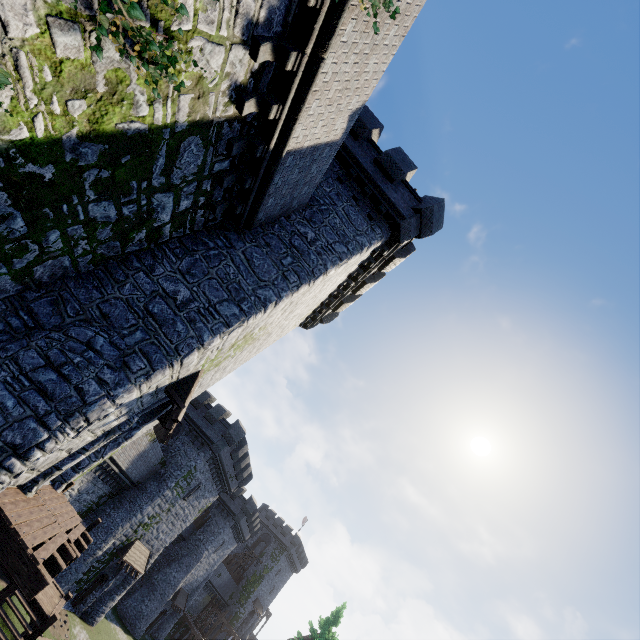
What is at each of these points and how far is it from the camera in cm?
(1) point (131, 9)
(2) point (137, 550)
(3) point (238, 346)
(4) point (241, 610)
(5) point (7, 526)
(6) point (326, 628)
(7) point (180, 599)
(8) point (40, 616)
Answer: (1) ivy, 370
(2) awning, 2731
(3) building, 1166
(4) building, 5659
(5) wooden platform, 614
(6) tree, 3222
(7) awning, 3994
(8) stairs, 1281

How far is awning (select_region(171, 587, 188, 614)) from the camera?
38.3 meters

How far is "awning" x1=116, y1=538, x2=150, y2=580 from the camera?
25.5 meters

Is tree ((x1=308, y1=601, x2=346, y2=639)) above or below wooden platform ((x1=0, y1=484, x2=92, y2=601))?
above

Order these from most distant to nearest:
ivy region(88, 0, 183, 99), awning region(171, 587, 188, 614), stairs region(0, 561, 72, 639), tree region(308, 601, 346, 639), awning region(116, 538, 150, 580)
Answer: awning region(171, 587, 188, 614) < tree region(308, 601, 346, 639) < awning region(116, 538, 150, 580) < stairs region(0, 561, 72, 639) < ivy region(88, 0, 183, 99)

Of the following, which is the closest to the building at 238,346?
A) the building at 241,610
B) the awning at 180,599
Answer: the awning at 180,599

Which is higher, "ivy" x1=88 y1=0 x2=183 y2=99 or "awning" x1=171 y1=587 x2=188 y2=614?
"ivy" x1=88 y1=0 x2=183 y2=99

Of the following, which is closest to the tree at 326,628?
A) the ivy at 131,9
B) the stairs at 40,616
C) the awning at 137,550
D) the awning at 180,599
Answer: the awning at 180,599
